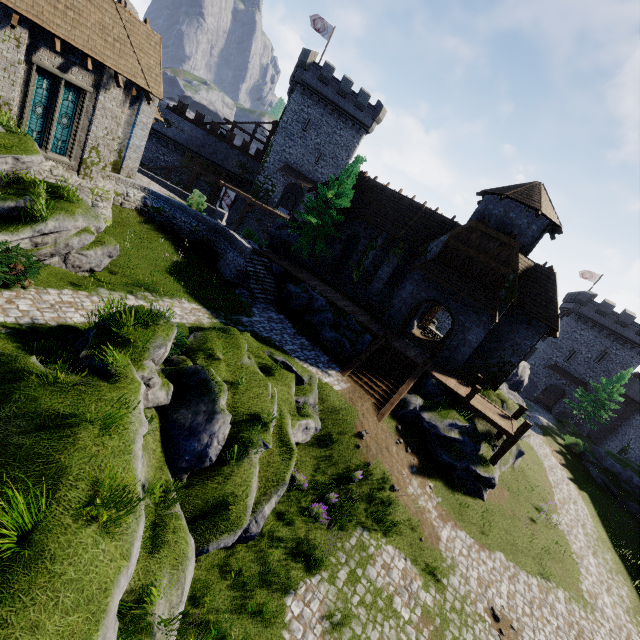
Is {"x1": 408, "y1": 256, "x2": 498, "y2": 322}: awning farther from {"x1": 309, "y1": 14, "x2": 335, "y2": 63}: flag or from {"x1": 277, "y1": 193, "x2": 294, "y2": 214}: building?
{"x1": 309, "y1": 14, "x2": 335, "y2": 63}: flag

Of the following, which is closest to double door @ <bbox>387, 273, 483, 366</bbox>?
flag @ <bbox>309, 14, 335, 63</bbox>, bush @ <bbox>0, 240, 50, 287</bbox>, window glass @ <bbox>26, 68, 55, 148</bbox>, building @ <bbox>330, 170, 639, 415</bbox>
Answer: building @ <bbox>330, 170, 639, 415</bbox>

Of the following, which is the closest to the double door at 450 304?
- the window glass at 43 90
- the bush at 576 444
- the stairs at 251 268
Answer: the stairs at 251 268

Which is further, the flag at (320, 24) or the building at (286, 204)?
the building at (286, 204)

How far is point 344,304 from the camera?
23.33m

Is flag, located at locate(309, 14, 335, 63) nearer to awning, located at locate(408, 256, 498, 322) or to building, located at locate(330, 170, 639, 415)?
building, located at locate(330, 170, 639, 415)

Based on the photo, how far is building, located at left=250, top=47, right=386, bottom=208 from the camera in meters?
37.2

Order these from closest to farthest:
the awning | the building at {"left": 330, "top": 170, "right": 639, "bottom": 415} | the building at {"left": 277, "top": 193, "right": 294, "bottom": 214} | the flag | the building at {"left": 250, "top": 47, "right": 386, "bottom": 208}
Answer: the awning → the building at {"left": 330, "top": 170, "right": 639, "bottom": 415} → the flag → the building at {"left": 250, "top": 47, "right": 386, "bottom": 208} → the building at {"left": 277, "top": 193, "right": 294, "bottom": 214}
